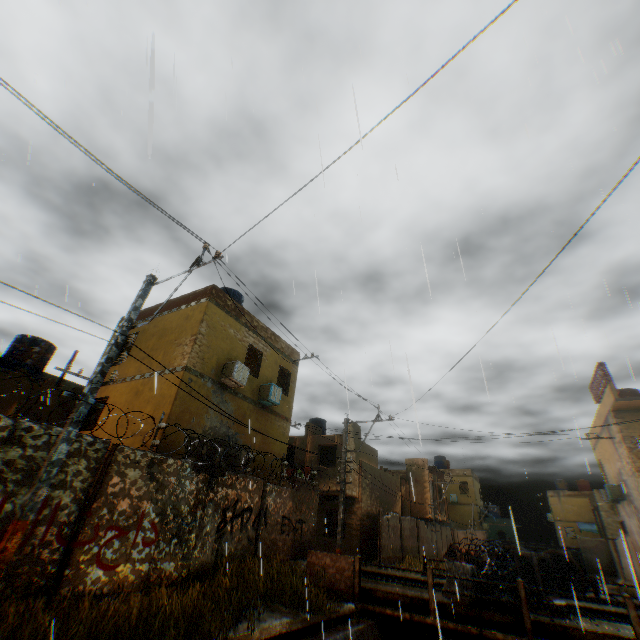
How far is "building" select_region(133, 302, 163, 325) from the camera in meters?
15.5

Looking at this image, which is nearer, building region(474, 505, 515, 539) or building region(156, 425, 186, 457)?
building region(156, 425, 186, 457)

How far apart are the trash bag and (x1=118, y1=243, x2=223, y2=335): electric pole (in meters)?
12.16

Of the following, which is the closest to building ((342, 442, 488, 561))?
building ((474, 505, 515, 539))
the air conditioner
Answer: the air conditioner

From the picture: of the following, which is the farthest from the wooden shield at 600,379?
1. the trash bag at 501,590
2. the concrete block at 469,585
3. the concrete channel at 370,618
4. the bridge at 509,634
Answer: the bridge at 509,634

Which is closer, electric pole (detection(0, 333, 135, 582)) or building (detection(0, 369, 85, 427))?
electric pole (detection(0, 333, 135, 582))

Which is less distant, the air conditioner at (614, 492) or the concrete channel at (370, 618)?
the concrete channel at (370, 618)

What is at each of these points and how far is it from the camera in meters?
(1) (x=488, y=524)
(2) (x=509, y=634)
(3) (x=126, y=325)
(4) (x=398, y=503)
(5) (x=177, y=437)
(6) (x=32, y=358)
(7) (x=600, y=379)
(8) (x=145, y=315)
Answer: (1) building, 40.0
(2) bridge, 8.8
(3) electric pole, 6.9
(4) building, 28.3
(5) building, 11.0
(6) water tank, 14.8
(7) wooden shield, 18.5
(8) building, 15.8
